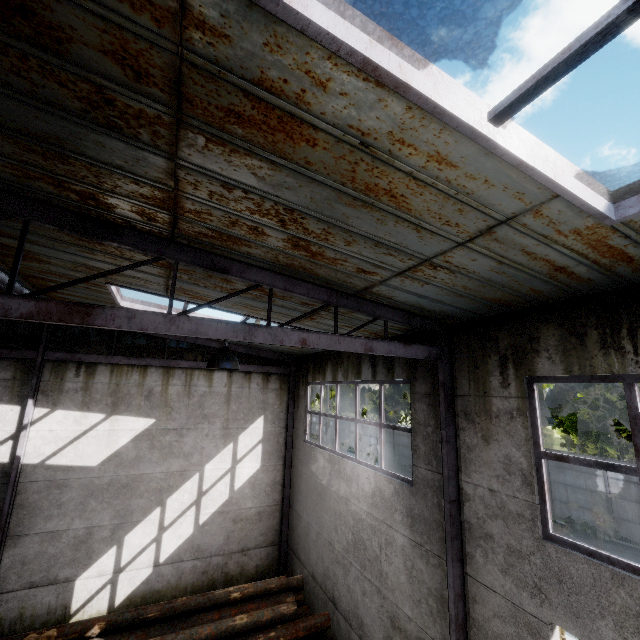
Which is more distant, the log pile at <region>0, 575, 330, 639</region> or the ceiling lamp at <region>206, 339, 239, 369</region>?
the log pile at <region>0, 575, 330, 639</region>

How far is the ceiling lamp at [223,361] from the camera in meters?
4.0

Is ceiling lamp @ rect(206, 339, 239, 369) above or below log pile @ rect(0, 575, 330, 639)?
above

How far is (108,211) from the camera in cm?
360

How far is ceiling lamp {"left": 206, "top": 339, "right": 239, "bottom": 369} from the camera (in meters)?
3.95

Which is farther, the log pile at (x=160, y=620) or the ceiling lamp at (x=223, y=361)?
the log pile at (x=160, y=620)
